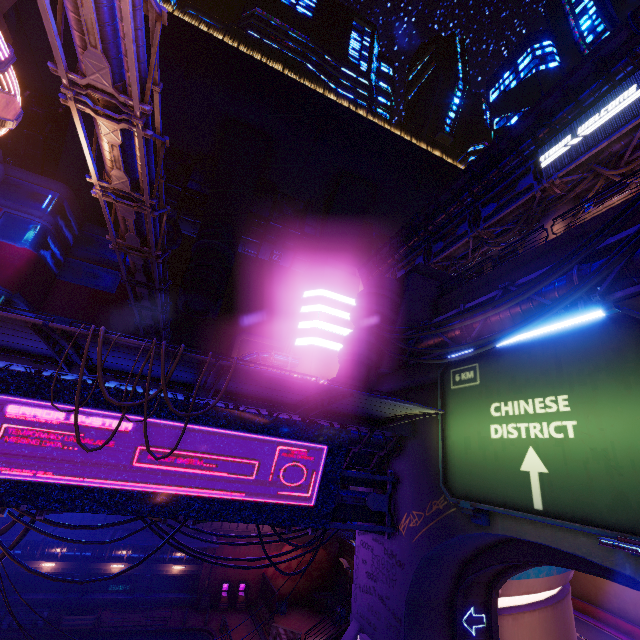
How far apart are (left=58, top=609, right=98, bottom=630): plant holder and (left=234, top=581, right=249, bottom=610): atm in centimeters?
1091cm

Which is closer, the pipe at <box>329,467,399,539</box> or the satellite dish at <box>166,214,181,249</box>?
the pipe at <box>329,467,399,539</box>

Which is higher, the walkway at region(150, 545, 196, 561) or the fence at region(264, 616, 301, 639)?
the walkway at region(150, 545, 196, 561)

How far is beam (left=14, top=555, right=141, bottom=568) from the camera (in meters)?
26.05

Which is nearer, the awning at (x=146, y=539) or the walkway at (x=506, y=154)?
the awning at (x=146, y=539)

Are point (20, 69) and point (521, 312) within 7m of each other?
no

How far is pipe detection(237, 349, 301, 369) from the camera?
40.59m

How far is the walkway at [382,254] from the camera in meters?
52.3
